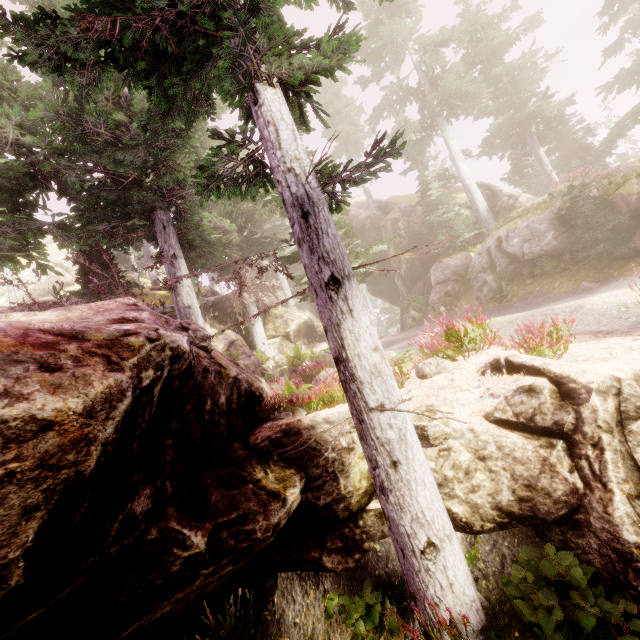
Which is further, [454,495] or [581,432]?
[454,495]

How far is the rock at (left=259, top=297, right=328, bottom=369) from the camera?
22.0 meters

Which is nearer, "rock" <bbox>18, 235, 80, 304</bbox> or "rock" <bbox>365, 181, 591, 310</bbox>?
"rock" <bbox>365, 181, 591, 310</bbox>

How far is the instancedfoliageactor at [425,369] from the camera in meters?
5.8 m

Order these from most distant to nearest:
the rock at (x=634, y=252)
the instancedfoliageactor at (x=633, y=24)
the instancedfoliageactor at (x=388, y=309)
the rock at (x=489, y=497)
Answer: the instancedfoliageactor at (x=388, y=309) < the instancedfoliageactor at (x=633, y=24) < the rock at (x=634, y=252) < the rock at (x=489, y=497)

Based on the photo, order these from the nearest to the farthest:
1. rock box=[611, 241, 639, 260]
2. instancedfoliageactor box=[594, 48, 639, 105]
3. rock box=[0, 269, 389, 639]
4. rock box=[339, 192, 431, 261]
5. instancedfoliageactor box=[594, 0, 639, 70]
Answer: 1. rock box=[0, 269, 389, 639]
2. rock box=[611, 241, 639, 260]
3. instancedfoliageactor box=[594, 0, 639, 70]
4. instancedfoliageactor box=[594, 48, 639, 105]
5. rock box=[339, 192, 431, 261]

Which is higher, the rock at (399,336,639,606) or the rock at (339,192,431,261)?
the rock at (339,192,431,261)
